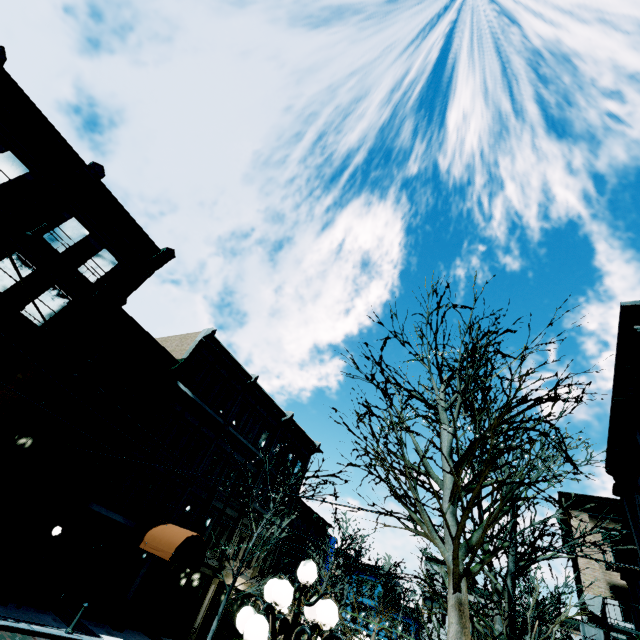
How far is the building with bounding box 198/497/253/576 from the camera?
19.7m

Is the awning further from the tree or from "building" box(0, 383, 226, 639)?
the tree

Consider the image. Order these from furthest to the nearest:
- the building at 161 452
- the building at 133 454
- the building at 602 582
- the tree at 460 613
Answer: the building at 161 452
the building at 133 454
the building at 602 582
the tree at 460 613

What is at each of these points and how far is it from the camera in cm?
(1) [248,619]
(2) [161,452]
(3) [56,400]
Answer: (1) light, 376
(2) building, 1798
(3) building, 1377

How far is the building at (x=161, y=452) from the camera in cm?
1725

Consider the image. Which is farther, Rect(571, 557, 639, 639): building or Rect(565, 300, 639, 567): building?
Rect(571, 557, 639, 639): building

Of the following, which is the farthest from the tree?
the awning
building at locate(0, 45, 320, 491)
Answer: the awning
